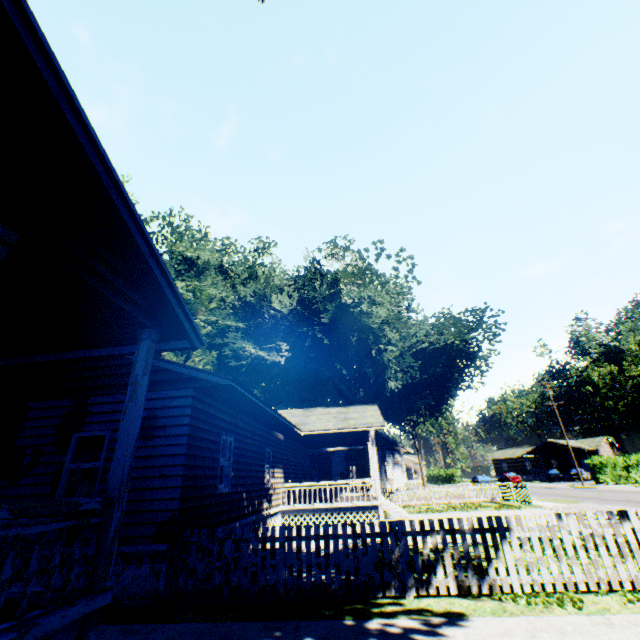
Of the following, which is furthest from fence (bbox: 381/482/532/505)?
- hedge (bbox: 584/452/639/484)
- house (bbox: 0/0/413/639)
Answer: hedge (bbox: 584/452/639/484)

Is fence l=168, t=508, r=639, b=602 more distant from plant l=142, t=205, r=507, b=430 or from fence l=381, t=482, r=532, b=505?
plant l=142, t=205, r=507, b=430

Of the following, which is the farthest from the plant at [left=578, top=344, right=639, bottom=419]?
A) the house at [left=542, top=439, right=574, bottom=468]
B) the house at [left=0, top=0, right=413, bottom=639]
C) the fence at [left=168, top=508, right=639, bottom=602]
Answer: the house at [left=542, top=439, right=574, bottom=468]

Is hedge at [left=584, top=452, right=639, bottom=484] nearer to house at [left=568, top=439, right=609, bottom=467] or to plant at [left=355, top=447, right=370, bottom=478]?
house at [left=568, top=439, right=609, bottom=467]

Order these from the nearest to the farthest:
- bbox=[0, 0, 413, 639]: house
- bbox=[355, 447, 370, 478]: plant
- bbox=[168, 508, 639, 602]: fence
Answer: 1. bbox=[0, 0, 413, 639]: house
2. bbox=[168, 508, 639, 602]: fence
3. bbox=[355, 447, 370, 478]: plant

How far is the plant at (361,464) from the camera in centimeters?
2681cm

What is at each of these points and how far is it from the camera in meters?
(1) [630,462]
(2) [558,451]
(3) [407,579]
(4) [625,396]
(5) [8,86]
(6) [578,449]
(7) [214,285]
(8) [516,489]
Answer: (1) hedge, 35.9 m
(2) house, 58.1 m
(3) fence, 6.3 m
(4) plant, 51.2 m
(5) house, 3.3 m
(6) house, 55.8 m
(7) plant, 27.6 m
(8) fence, 21.6 m

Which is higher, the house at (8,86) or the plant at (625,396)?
the plant at (625,396)
